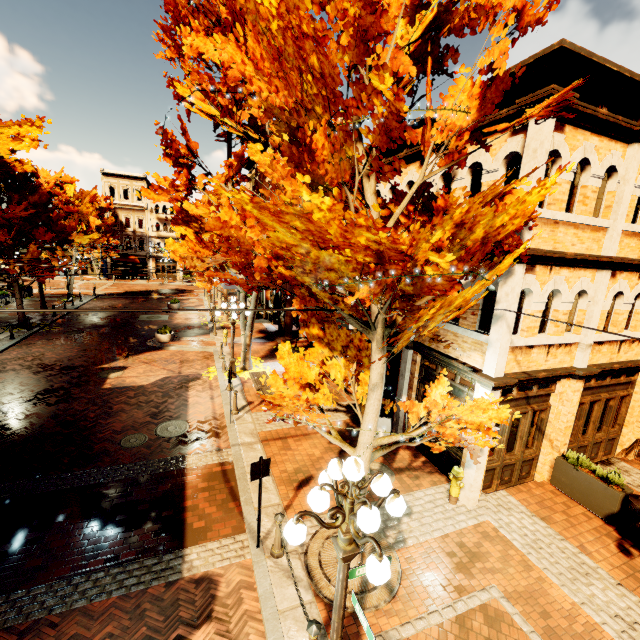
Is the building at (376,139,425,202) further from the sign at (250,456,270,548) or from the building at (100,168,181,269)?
the building at (100,168,181,269)

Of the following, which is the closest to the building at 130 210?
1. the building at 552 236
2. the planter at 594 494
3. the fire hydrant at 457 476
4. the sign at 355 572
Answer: the building at 552 236

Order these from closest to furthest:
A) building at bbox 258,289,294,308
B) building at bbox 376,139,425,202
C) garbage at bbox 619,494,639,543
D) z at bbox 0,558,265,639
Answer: z at bbox 0,558,265,639, garbage at bbox 619,494,639,543, building at bbox 376,139,425,202, building at bbox 258,289,294,308

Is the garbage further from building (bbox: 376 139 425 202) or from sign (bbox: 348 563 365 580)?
sign (bbox: 348 563 365 580)

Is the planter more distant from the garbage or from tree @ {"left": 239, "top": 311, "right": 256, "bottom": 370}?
tree @ {"left": 239, "top": 311, "right": 256, "bottom": 370}

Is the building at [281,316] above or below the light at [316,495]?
below

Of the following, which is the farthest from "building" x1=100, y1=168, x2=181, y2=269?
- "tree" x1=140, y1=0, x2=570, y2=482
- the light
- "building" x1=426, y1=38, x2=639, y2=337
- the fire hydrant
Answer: the light

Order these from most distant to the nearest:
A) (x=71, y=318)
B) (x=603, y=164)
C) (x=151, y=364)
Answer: (x=71, y=318)
(x=151, y=364)
(x=603, y=164)
